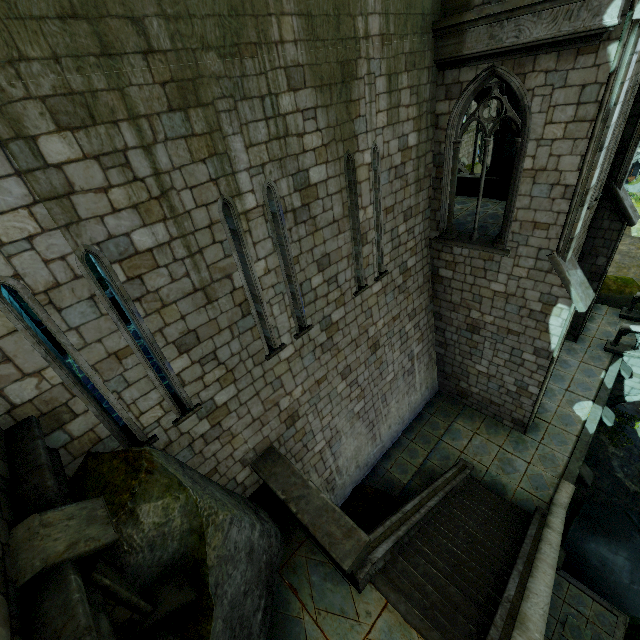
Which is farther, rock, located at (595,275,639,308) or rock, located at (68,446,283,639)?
rock, located at (595,275,639,308)

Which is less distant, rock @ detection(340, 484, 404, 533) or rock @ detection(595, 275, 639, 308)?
rock @ detection(340, 484, 404, 533)

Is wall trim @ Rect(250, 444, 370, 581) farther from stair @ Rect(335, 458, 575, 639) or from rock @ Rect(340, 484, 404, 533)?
rock @ Rect(340, 484, 404, 533)

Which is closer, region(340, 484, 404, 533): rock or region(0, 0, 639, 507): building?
region(0, 0, 639, 507): building

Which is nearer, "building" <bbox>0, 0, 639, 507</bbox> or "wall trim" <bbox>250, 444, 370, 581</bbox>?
"building" <bbox>0, 0, 639, 507</bbox>

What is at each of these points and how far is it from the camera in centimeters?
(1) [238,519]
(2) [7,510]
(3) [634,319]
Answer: (1) rock, 561cm
(2) stair, 334cm
(3) bridge, 1623cm

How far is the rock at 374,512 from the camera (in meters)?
9.59

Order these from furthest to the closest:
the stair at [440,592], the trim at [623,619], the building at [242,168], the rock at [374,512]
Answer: the trim at [623,619]
the rock at [374,512]
the stair at [440,592]
the building at [242,168]
